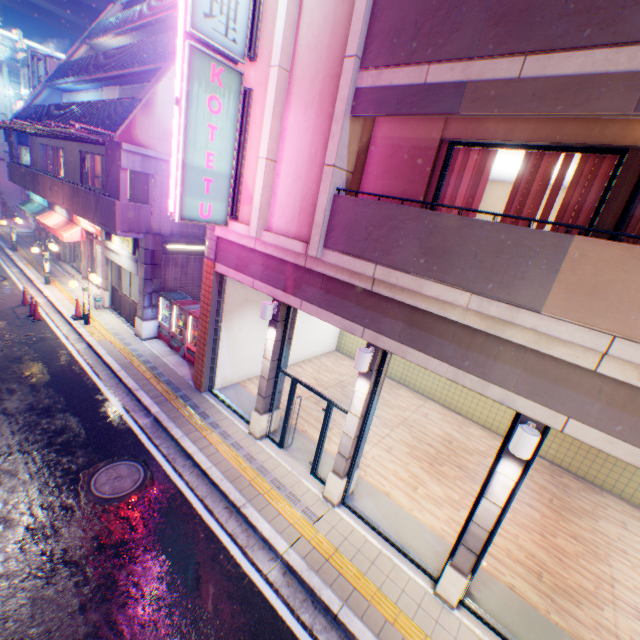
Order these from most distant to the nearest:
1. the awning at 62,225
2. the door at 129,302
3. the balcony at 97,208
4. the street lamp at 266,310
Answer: the awning at 62,225
the door at 129,302
the balcony at 97,208
the street lamp at 266,310

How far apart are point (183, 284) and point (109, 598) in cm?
1095

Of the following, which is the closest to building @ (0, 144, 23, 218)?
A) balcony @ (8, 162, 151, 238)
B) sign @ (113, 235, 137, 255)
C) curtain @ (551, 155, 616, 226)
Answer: balcony @ (8, 162, 151, 238)

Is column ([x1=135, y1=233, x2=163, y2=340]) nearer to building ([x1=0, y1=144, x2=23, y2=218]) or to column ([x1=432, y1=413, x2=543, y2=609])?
column ([x1=432, y1=413, x2=543, y2=609])

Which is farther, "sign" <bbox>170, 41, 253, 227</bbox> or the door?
the door

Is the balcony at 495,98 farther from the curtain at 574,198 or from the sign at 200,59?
the sign at 200,59

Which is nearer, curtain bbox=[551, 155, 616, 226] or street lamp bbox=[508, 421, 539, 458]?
street lamp bbox=[508, 421, 539, 458]

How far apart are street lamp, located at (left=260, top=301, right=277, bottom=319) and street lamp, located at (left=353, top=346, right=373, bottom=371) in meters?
2.6 m
